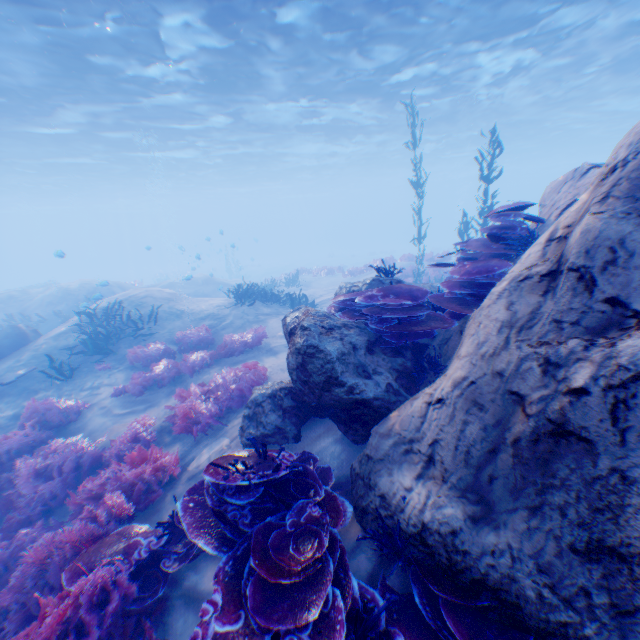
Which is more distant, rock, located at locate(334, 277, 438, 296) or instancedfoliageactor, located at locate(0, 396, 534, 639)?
rock, located at locate(334, 277, 438, 296)

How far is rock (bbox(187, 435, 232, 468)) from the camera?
5.4m

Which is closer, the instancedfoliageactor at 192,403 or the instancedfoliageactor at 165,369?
the instancedfoliageactor at 192,403

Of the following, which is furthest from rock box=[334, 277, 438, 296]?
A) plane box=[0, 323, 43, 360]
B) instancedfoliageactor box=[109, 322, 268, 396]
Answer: instancedfoliageactor box=[109, 322, 268, 396]

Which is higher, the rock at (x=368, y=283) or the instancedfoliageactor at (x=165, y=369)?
the rock at (x=368, y=283)

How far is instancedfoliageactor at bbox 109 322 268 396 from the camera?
8.79m

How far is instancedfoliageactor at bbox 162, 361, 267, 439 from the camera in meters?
6.5

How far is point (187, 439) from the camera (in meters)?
6.65
